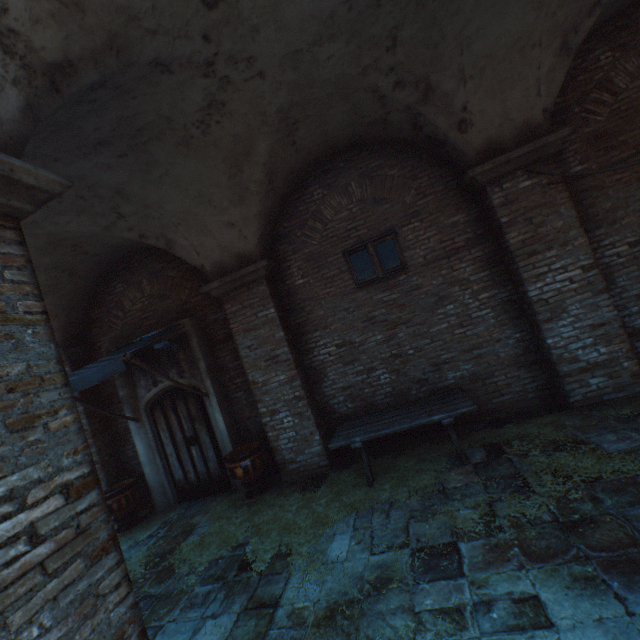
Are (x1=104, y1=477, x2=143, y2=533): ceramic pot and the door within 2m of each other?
yes

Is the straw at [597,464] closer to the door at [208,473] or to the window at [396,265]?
the door at [208,473]

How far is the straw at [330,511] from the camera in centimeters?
406cm

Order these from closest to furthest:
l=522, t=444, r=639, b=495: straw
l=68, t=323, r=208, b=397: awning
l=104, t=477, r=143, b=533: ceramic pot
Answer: l=522, t=444, r=639, b=495: straw → l=68, t=323, r=208, b=397: awning → l=104, t=477, r=143, b=533: ceramic pot

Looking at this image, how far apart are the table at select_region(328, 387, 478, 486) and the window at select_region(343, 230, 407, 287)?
2.25m

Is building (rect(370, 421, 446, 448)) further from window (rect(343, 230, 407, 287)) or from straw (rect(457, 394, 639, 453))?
window (rect(343, 230, 407, 287))

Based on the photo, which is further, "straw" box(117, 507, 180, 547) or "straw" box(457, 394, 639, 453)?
"straw" box(117, 507, 180, 547)

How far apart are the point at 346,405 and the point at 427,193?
4.2 meters
